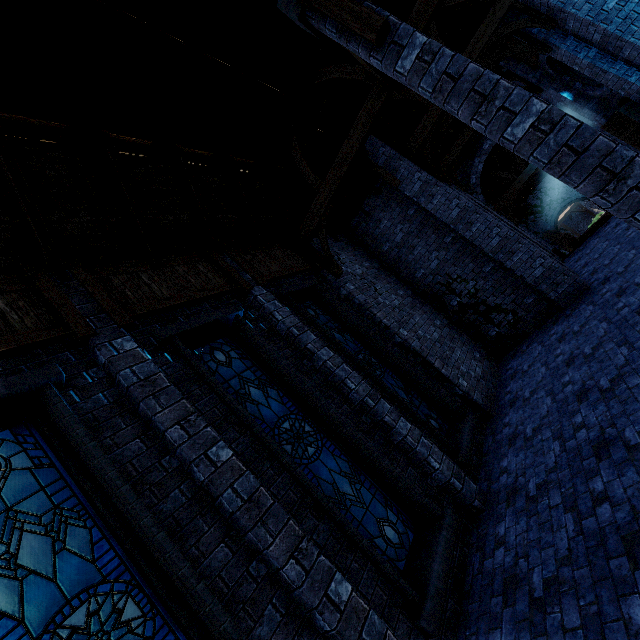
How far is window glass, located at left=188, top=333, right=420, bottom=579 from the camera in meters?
4.6 m

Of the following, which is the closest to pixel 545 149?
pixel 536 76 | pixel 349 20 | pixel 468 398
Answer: pixel 349 20

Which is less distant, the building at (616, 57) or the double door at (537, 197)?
the building at (616, 57)

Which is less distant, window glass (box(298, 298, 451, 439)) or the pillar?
the pillar

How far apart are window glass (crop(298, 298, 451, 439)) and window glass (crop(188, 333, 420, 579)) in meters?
1.9

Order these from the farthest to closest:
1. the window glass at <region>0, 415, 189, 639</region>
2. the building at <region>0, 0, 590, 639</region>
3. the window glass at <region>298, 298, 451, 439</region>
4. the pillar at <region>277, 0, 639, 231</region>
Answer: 1. the window glass at <region>298, 298, 451, 439</region>
2. the building at <region>0, 0, 590, 639</region>
3. the pillar at <region>277, 0, 639, 231</region>
4. the window glass at <region>0, 415, 189, 639</region>

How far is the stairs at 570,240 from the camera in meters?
12.9 m

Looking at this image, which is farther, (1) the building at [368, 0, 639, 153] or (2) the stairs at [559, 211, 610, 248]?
(2) the stairs at [559, 211, 610, 248]
